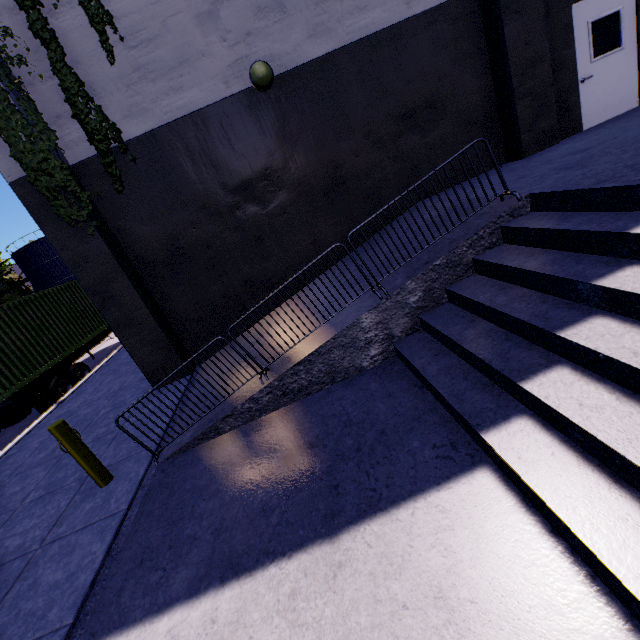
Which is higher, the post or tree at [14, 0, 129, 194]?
tree at [14, 0, 129, 194]

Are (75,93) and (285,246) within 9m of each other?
yes

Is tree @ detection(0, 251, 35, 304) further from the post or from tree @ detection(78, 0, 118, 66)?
the post

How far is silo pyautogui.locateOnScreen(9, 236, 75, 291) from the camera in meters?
46.2

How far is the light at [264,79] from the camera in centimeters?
603cm

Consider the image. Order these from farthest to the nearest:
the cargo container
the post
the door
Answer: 1. the cargo container
2. the door
3. the post

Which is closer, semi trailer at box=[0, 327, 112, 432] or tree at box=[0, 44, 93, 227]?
tree at box=[0, 44, 93, 227]

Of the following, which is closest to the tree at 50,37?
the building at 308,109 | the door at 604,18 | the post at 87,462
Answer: the building at 308,109
